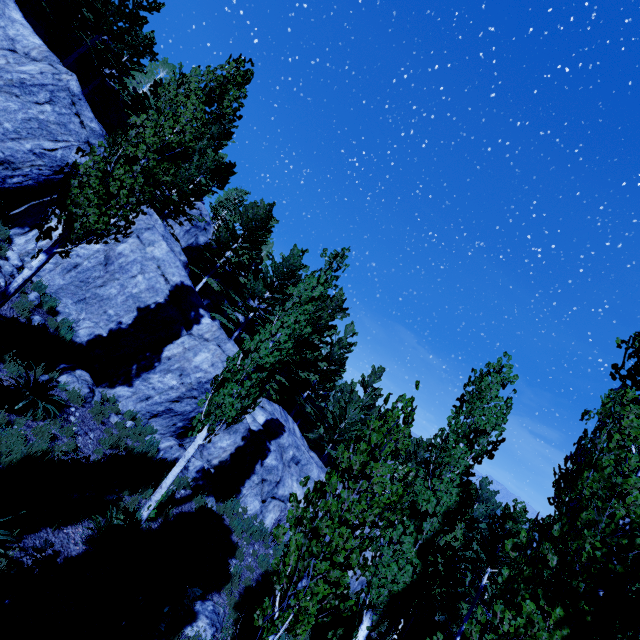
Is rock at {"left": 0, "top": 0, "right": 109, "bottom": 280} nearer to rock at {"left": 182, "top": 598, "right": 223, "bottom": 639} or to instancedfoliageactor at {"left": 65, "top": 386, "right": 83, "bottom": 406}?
instancedfoliageactor at {"left": 65, "top": 386, "right": 83, "bottom": 406}

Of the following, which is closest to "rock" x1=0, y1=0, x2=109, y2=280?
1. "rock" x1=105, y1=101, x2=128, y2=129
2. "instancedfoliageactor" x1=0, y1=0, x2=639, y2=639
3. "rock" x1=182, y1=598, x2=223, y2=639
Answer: "instancedfoliageactor" x1=0, y1=0, x2=639, y2=639

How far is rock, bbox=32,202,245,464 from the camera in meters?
12.3

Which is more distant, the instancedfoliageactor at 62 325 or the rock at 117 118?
the rock at 117 118

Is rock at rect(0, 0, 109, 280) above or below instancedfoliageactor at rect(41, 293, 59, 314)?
above

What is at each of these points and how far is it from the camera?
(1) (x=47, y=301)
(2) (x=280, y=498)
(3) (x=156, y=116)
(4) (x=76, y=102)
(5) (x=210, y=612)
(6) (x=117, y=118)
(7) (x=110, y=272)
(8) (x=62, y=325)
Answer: (1) instancedfoliageactor, 11.83m
(2) rock, 14.77m
(3) instancedfoliageactor, 27.48m
(4) rock, 14.73m
(5) rock, 7.16m
(6) rock, 27.58m
(7) rock, 13.37m
(8) instancedfoliageactor, 12.02m

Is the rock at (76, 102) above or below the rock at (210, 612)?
above

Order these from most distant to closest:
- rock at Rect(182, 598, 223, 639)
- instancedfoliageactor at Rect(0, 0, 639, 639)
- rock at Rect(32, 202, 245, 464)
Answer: rock at Rect(32, 202, 245, 464), rock at Rect(182, 598, 223, 639), instancedfoliageactor at Rect(0, 0, 639, 639)
